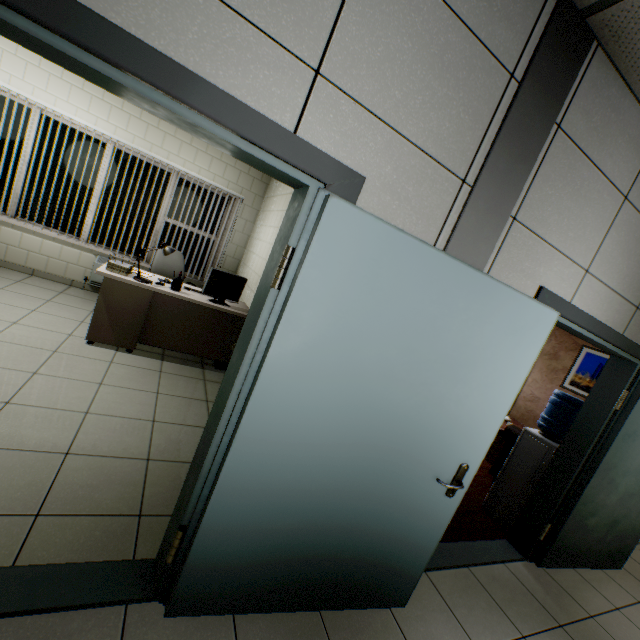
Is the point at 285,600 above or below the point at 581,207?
below

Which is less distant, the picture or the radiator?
the radiator

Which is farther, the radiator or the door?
the radiator

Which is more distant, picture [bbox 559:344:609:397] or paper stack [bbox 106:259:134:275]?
picture [bbox 559:344:609:397]

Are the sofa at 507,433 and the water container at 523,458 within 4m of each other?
yes

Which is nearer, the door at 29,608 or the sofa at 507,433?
the door at 29,608

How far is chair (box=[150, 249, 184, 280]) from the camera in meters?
4.9 m

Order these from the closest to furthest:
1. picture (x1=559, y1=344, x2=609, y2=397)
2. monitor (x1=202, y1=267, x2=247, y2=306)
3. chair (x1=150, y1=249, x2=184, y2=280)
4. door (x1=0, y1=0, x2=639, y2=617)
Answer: door (x1=0, y1=0, x2=639, y2=617), monitor (x1=202, y1=267, x2=247, y2=306), chair (x1=150, y1=249, x2=184, y2=280), picture (x1=559, y1=344, x2=609, y2=397)
